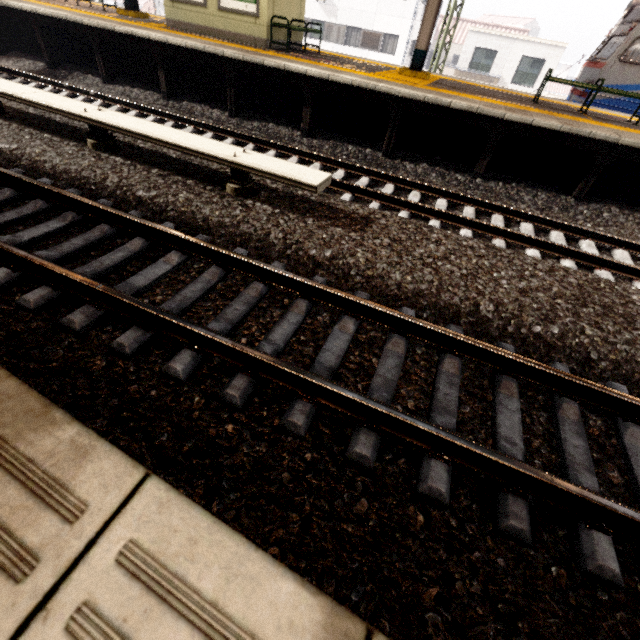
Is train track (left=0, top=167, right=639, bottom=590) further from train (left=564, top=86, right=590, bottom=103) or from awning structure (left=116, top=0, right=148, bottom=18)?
train (left=564, top=86, right=590, bottom=103)

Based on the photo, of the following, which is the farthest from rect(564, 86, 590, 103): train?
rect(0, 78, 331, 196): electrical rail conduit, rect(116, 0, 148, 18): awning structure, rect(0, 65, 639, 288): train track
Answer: rect(0, 78, 331, 196): electrical rail conduit

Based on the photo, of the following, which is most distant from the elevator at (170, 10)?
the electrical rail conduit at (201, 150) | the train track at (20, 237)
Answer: the train track at (20, 237)

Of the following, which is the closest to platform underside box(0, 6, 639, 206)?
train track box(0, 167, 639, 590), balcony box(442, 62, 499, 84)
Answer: train track box(0, 167, 639, 590)

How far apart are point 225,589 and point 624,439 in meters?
3.3

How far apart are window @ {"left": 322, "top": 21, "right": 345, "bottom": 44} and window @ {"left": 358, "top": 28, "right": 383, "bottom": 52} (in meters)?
1.09

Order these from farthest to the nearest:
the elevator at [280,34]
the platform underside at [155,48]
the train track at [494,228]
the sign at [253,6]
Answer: the elevator at [280,34] < the sign at [253,6] < the platform underside at [155,48] < the train track at [494,228]

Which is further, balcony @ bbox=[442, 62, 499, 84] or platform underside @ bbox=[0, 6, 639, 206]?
balcony @ bbox=[442, 62, 499, 84]
